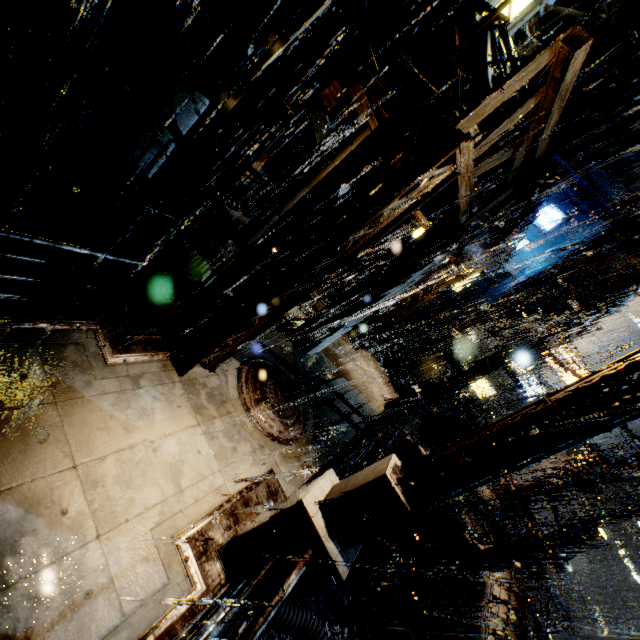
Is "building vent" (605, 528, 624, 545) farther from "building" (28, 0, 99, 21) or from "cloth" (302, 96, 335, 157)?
"cloth" (302, 96, 335, 157)

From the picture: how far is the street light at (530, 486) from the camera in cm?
2228

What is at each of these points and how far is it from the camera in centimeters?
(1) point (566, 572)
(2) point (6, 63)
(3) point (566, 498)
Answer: (1) building vent, 2977cm
(2) building, 729cm
(3) building, 2097cm

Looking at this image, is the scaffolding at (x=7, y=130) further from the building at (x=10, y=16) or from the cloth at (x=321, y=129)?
the cloth at (x=321, y=129)

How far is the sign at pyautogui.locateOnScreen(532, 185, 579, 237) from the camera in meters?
20.8

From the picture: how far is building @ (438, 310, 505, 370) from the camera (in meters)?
23.17

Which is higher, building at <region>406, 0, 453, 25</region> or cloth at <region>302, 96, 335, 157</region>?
building at <region>406, 0, 453, 25</region>

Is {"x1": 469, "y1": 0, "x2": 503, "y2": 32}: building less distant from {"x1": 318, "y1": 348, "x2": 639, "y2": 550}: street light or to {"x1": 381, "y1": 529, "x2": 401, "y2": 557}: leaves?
{"x1": 381, "y1": 529, "x2": 401, "y2": 557}: leaves
